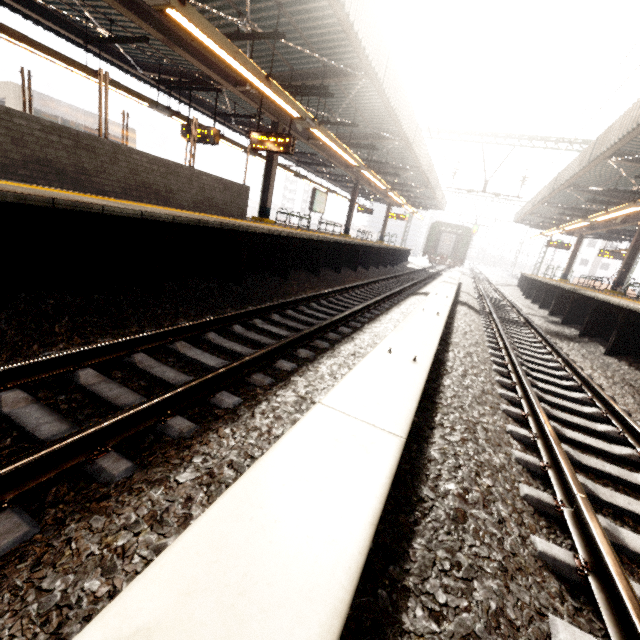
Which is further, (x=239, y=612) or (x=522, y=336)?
(x=522, y=336)

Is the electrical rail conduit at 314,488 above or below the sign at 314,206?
below

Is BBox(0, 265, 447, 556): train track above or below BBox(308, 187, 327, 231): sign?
below

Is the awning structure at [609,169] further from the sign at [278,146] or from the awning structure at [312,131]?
the sign at [278,146]

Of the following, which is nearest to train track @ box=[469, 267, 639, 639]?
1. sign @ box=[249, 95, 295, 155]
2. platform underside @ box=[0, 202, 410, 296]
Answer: platform underside @ box=[0, 202, 410, 296]

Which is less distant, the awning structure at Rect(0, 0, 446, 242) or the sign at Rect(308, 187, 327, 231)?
the awning structure at Rect(0, 0, 446, 242)

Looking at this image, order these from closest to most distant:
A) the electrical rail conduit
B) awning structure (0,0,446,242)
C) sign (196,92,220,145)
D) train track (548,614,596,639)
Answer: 1. the electrical rail conduit
2. train track (548,614,596,639)
3. awning structure (0,0,446,242)
4. sign (196,92,220,145)

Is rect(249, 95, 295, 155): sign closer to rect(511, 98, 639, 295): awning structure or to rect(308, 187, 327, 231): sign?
rect(308, 187, 327, 231): sign
